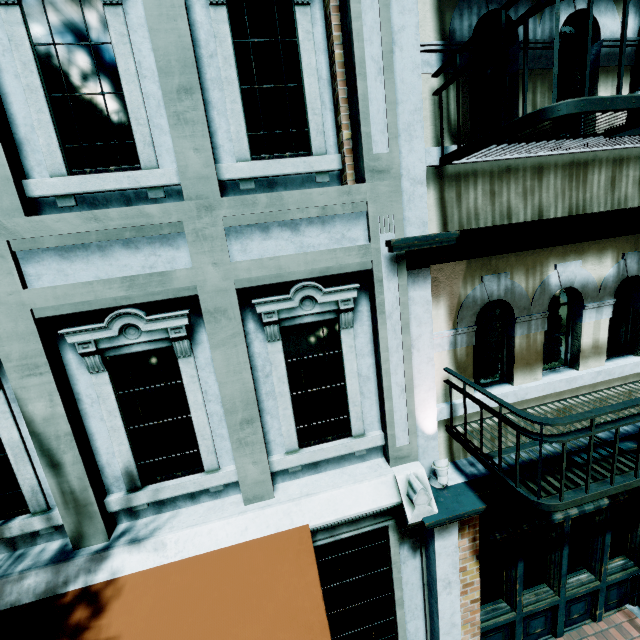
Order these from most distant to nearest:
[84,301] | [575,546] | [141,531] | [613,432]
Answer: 1. [575,546]
2. [613,432]
3. [141,531]
4. [84,301]

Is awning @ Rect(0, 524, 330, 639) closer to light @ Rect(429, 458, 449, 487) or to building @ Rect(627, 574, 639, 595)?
building @ Rect(627, 574, 639, 595)

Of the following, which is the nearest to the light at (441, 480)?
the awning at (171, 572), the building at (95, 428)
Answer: the building at (95, 428)

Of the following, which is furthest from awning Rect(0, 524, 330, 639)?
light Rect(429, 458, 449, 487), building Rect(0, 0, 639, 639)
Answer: light Rect(429, 458, 449, 487)

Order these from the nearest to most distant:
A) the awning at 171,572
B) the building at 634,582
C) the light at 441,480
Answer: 1. the awning at 171,572
2. the light at 441,480
3. the building at 634,582

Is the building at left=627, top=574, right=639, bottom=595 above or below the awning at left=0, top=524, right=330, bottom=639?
below

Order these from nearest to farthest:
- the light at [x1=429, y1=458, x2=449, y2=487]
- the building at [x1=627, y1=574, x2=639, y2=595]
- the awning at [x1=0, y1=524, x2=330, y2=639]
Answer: the awning at [x1=0, y1=524, x2=330, y2=639] → the light at [x1=429, y1=458, x2=449, y2=487] → the building at [x1=627, y1=574, x2=639, y2=595]

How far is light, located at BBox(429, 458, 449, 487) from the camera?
3.53m
